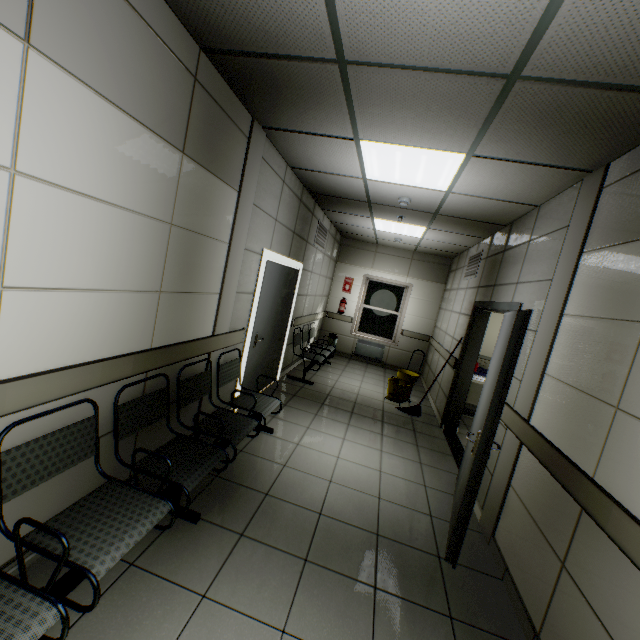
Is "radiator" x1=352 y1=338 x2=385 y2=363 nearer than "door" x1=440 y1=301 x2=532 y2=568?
No

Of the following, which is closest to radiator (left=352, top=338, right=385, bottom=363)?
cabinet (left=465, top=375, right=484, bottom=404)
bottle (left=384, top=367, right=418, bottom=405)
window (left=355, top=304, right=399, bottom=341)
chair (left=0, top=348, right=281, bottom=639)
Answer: window (left=355, top=304, right=399, bottom=341)

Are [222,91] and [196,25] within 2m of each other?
yes

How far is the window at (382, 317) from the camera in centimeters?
902cm

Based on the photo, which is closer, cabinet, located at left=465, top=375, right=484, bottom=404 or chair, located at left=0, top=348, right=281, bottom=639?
chair, located at left=0, top=348, right=281, bottom=639

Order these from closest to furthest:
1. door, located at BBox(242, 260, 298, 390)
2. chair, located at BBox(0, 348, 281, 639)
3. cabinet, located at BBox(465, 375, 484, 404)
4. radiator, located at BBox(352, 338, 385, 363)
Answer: chair, located at BBox(0, 348, 281, 639)
door, located at BBox(242, 260, 298, 390)
cabinet, located at BBox(465, 375, 484, 404)
radiator, located at BBox(352, 338, 385, 363)

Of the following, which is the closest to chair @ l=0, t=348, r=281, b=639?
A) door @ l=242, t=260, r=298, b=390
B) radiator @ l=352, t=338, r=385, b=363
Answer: door @ l=242, t=260, r=298, b=390

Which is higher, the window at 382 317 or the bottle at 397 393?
the window at 382 317
